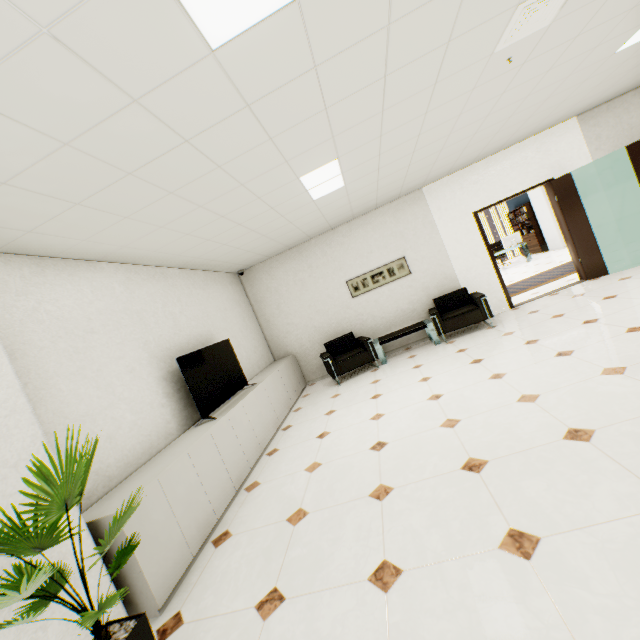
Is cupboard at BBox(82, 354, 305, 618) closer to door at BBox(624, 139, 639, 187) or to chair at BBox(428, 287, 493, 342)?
chair at BBox(428, 287, 493, 342)

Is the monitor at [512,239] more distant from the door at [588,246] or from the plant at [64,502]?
the plant at [64,502]

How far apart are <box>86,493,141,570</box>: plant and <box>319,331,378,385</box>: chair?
4.6 meters

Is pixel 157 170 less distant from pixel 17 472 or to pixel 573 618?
pixel 17 472

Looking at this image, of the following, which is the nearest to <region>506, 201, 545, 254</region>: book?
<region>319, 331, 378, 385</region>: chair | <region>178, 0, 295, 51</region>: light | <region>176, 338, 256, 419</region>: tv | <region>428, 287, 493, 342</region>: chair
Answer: <region>428, 287, 493, 342</region>: chair

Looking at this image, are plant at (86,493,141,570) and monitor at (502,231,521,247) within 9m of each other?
no

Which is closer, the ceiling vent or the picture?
the ceiling vent

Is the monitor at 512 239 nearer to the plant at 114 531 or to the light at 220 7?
the light at 220 7
